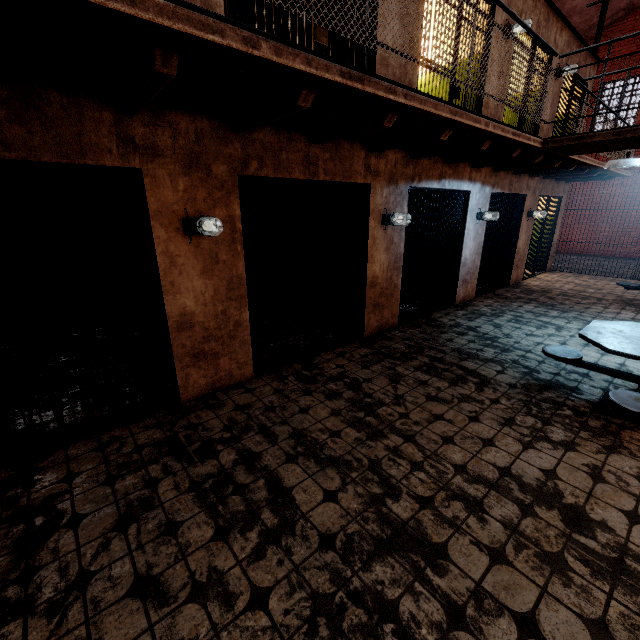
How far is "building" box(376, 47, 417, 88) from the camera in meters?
4.2 m

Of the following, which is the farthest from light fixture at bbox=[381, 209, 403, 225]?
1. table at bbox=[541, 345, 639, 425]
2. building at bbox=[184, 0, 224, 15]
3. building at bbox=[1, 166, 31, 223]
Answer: building at bbox=[1, 166, 31, 223]

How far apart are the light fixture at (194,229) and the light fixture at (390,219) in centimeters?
272cm

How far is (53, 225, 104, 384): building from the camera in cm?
444

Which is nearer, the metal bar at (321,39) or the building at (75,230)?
the metal bar at (321,39)

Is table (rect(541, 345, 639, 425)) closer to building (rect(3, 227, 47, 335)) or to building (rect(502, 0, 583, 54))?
building (rect(502, 0, 583, 54))

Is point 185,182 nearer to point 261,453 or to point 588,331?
point 261,453

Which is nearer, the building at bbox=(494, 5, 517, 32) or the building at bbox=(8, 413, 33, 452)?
the building at bbox=(8, 413, 33, 452)
